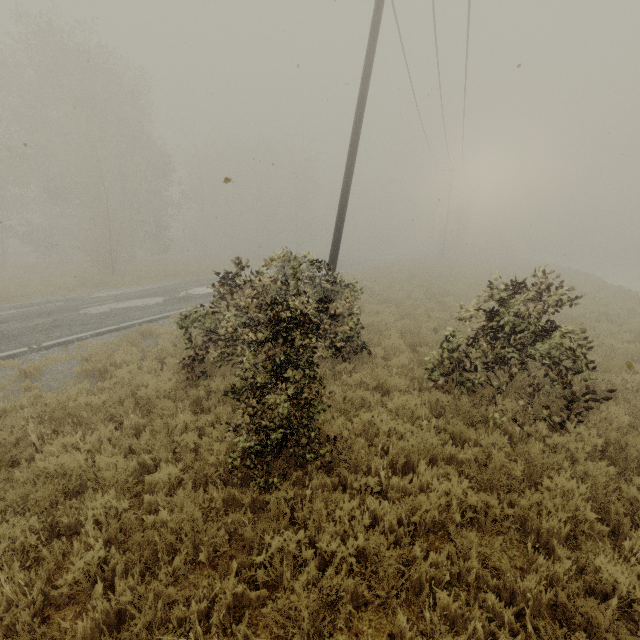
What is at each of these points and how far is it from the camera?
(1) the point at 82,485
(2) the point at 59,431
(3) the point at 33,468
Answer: (1) tree, 4.64m
(2) tree, 5.40m
(3) tree, 4.71m

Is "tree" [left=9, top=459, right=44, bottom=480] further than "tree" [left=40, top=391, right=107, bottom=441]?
No

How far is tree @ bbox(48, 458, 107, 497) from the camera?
4.20m

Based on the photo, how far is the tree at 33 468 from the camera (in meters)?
4.46

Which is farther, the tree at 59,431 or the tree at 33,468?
the tree at 59,431
